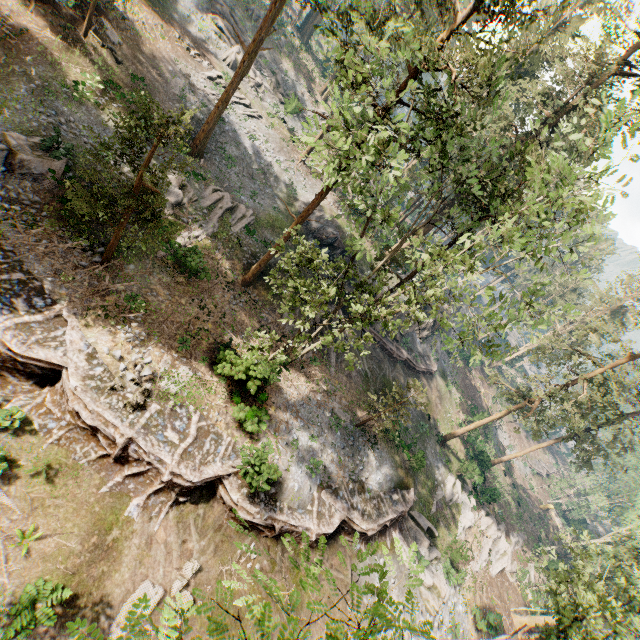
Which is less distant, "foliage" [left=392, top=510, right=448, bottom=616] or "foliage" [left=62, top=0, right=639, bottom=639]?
"foliage" [left=392, top=510, right=448, bottom=616]

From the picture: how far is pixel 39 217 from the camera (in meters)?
15.95

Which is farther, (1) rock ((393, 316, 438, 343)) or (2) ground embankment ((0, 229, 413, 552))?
(1) rock ((393, 316, 438, 343))

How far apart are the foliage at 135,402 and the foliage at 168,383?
0.0m

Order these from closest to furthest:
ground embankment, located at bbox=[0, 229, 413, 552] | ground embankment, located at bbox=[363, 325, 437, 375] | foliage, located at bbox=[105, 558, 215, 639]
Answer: foliage, located at bbox=[105, 558, 215, 639] < ground embankment, located at bbox=[0, 229, 413, 552] < ground embankment, located at bbox=[363, 325, 437, 375]

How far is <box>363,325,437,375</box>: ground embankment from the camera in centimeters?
3206cm

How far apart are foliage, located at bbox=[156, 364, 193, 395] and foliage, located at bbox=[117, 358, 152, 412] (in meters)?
0.02

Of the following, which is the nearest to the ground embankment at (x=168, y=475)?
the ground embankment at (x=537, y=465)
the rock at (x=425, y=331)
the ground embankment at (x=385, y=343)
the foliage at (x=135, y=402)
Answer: the foliage at (x=135, y=402)
